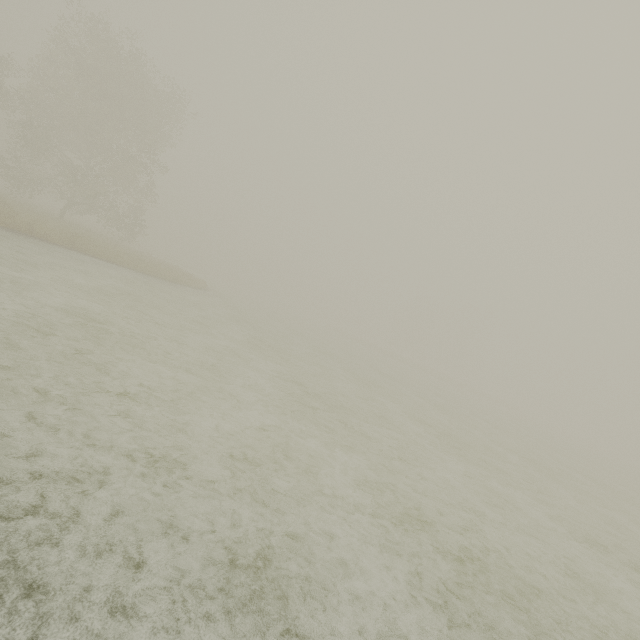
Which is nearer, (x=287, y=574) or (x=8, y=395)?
Result: (x=287, y=574)
